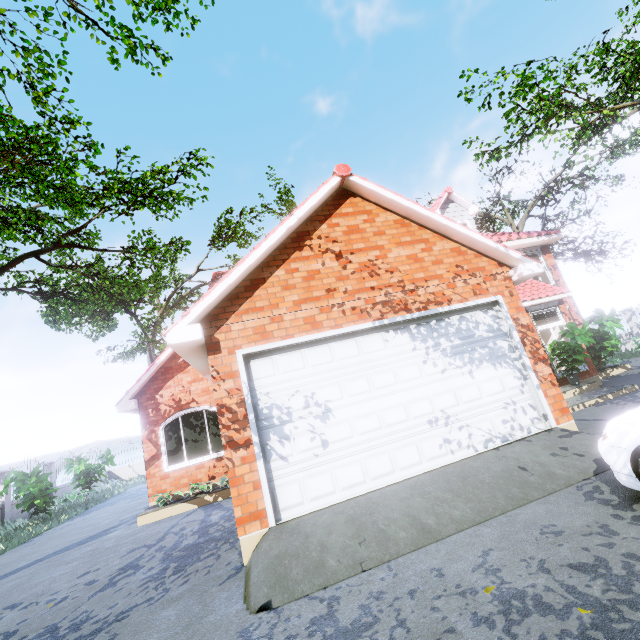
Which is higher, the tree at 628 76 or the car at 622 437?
the tree at 628 76

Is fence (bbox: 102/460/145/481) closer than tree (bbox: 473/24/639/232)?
No

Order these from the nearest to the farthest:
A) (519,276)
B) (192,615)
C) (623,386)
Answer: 1. (192,615)
2. (519,276)
3. (623,386)

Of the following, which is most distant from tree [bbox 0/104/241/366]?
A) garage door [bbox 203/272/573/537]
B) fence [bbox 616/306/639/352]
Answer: garage door [bbox 203/272/573/537]

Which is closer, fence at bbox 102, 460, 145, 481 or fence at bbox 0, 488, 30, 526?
fence at bbox 0, 488, 30, 526

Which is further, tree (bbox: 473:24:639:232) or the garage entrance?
tree (bbox: 473:24:639:232)

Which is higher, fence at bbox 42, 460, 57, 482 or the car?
fence at bbox 42, 460, 57, 482

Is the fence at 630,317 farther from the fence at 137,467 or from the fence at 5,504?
the fence at 5,504
